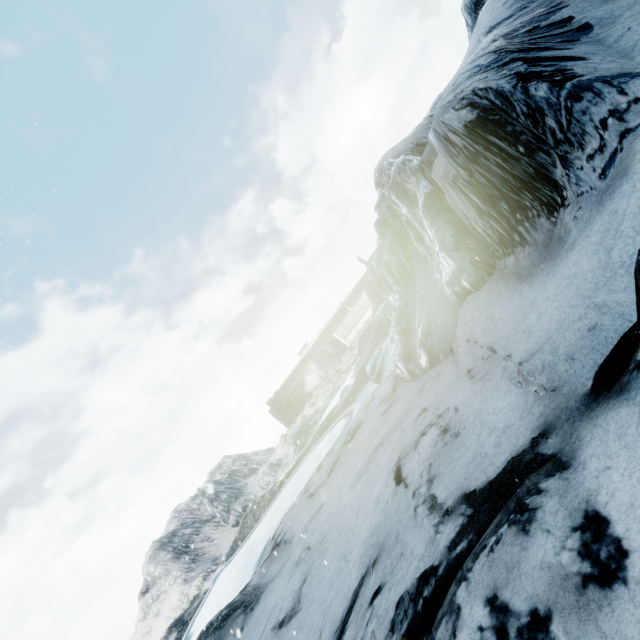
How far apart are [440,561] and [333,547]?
4.21m
